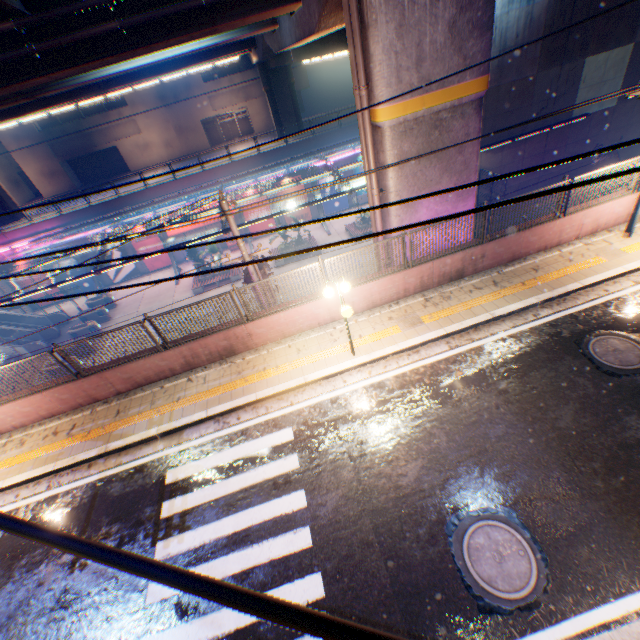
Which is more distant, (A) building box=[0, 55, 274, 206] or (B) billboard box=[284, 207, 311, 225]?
(A) building box=[0, 55, 274, 206]

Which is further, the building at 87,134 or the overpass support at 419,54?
the building at 87,134

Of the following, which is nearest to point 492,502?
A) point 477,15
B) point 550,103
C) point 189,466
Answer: point 189,466

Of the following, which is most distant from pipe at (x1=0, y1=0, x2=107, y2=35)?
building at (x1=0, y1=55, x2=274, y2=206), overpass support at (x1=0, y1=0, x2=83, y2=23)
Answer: building at (x1=0, y1=55, x2=274, y2=206)

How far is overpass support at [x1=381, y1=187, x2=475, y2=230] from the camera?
10.3 meters

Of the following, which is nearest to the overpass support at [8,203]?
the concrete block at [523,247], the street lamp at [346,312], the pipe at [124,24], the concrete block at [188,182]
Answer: the pipe at [124,24]

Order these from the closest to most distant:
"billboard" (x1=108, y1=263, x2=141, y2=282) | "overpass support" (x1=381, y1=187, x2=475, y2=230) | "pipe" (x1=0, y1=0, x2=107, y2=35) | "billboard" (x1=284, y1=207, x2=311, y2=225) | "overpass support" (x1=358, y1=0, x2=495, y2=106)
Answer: "overpass support" (x1=358, y1=0, x2=495, y2=106) → "pipe" (x1=0, y1=0, x2=107, y2=35) → "overpass support" (x1=381, y1=187, x2=475, y2=230) → "billboard" (x1=108, y1=263, x2=141, y2=282) → "billboard" (x1=284, y1=207, x2=311, y2=225)

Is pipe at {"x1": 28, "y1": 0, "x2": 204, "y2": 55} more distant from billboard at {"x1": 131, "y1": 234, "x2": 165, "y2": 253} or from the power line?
billboard at {"x1": 131, "y1": 234, "x2": 165, "y2": 253}
